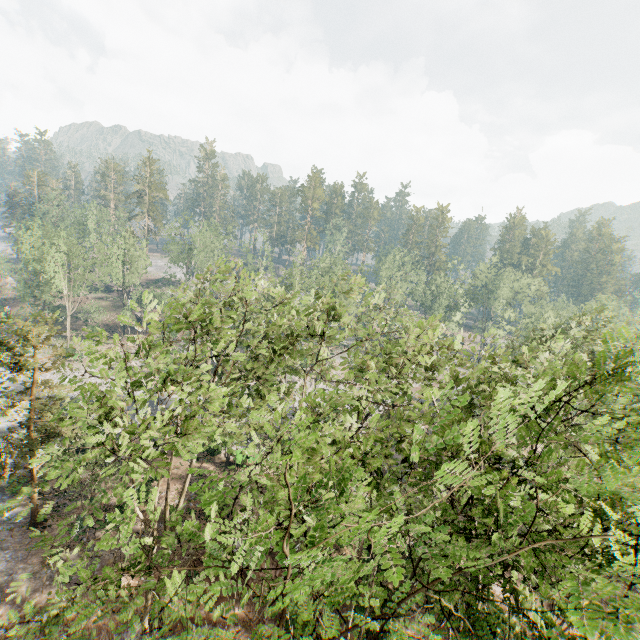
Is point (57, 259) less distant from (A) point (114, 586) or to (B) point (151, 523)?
(A) point (114, 586)
